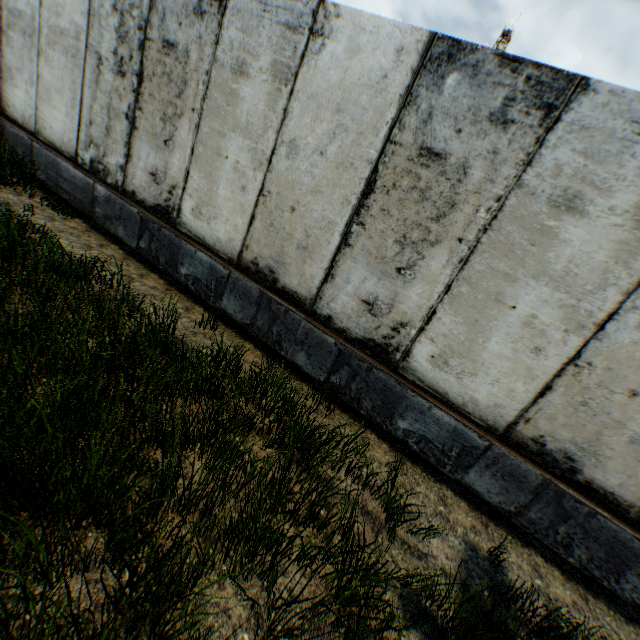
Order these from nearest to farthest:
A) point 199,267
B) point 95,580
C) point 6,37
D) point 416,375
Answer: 1. point 95,580
2. point 416,375
3. point 199,267
4. point 6,37
